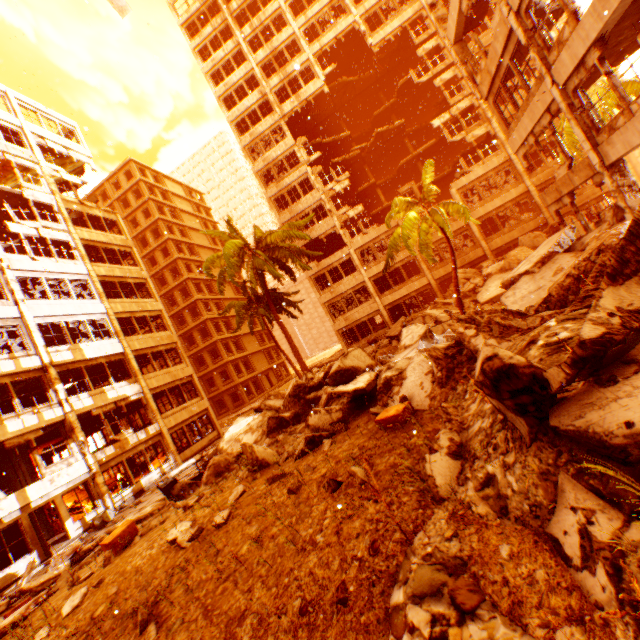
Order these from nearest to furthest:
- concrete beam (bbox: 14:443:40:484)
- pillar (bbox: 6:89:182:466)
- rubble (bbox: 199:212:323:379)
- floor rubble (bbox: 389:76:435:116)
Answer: concrete beam (bbox: 14:443:40:484) < rubble (bbox: 199:212:323:379) < pillar (bbox: 6:89:182:466) < floor rubble (bbox: 389:76:435:116)

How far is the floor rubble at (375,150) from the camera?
32.4m

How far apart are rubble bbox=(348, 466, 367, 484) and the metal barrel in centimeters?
1569cm

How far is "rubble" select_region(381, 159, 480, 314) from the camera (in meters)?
16.72

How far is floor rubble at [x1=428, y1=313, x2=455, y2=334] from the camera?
15.5 meters

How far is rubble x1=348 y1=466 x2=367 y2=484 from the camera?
4.2 meters

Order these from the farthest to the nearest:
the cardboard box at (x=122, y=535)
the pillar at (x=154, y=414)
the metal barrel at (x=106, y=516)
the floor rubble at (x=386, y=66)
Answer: the floor rubble at (x=386, y=66), the pillar at (x=154, y=414), the metal barrel at (x=106, y=516), the cardboard box at (x=122, y=535)

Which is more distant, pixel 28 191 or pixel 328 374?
pixel 28 191
